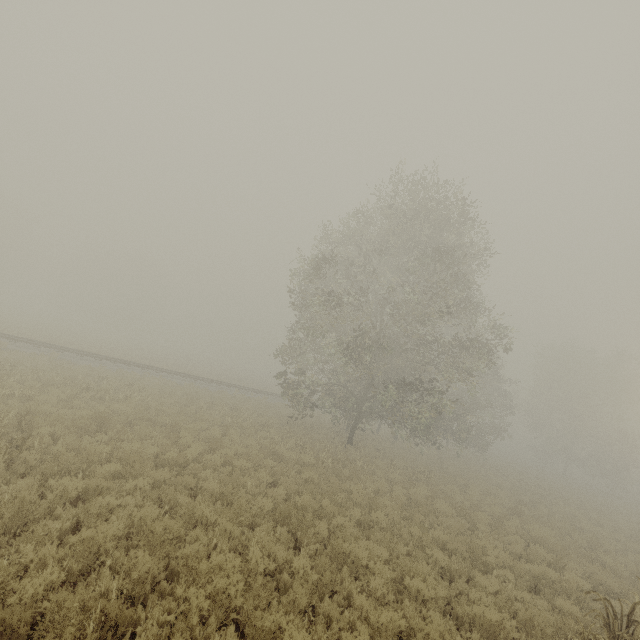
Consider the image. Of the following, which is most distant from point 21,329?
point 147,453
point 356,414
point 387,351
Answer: point 387,351
